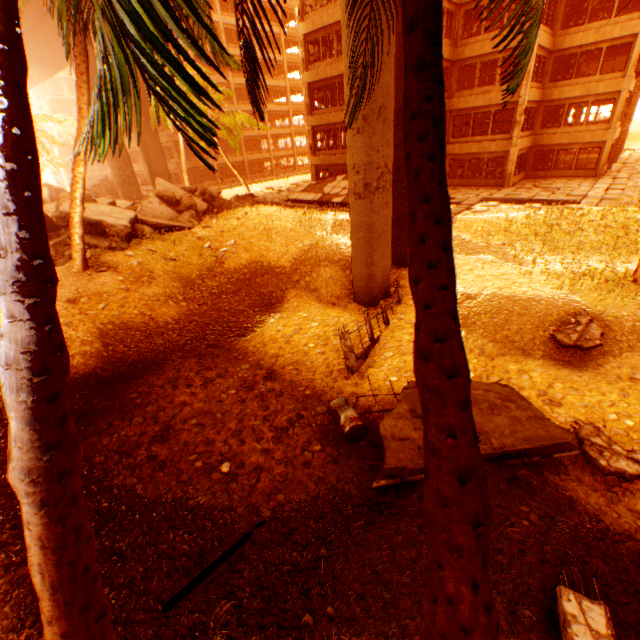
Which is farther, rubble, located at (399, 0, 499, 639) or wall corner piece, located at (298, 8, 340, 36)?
wall corner piece, located at (298, 8, 340, 36)

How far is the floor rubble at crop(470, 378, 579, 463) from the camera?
5.8m

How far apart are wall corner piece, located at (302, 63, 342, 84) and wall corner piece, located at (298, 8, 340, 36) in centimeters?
207cm

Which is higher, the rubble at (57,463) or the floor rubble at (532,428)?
the rubble at (57,463)

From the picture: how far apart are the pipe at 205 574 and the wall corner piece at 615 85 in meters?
32.7 m

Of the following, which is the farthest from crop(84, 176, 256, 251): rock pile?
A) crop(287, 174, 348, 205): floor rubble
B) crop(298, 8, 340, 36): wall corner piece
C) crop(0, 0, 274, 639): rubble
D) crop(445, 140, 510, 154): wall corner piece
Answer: crop(298, 8, 340, 36): wall corner piece

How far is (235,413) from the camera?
8.4 meters

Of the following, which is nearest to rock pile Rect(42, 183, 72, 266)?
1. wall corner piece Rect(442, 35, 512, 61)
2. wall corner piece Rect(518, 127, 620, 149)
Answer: wall corner piece Rect(442, 35, 512, 61)
